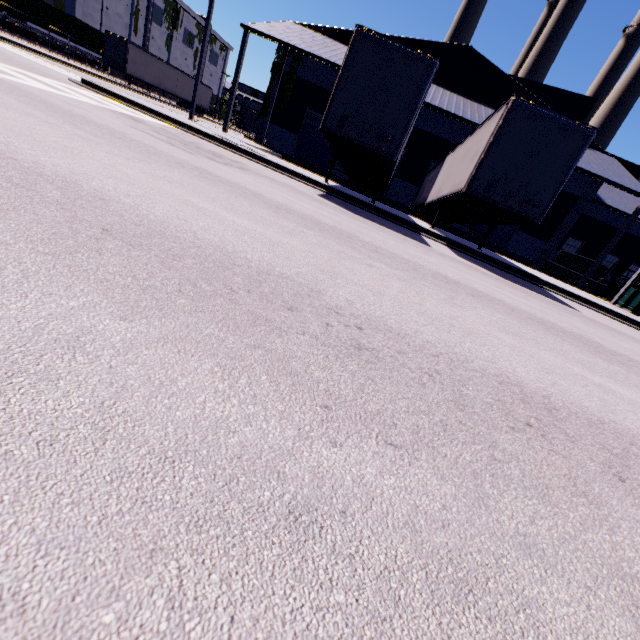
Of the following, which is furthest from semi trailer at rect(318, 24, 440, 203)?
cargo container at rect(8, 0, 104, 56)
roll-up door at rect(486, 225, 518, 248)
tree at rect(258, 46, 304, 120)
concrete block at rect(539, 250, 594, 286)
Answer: roll-up door at rect(486, 225, 518, 248)

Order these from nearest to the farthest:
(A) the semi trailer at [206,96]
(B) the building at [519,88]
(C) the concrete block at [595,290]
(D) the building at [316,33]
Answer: (D) the building at [316,33]
(C) the concrete block at [595,290]
(B) the building at [519,88]
(A) the semi trailer at [206,96]

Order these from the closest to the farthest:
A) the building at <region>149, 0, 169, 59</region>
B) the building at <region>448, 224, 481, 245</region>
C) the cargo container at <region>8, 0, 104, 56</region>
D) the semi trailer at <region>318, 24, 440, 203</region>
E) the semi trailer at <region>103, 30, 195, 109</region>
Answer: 1. the semi trailer at <region>318, 24, 440, 203</region>
2. the building at <region>448, 224, 481, 245</region>
3. the semi trailer at <region>103, 30, 195, 109</region>
4. the cargo container at <region>8, 0, 104, 56</region>
5. the building at <region>149, 0, 169, 59</region>

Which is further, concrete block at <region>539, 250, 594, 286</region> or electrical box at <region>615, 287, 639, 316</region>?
concrete block at <region>539, 250, 594, 286</region>

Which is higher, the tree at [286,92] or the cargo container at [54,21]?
the tree at [286,92]

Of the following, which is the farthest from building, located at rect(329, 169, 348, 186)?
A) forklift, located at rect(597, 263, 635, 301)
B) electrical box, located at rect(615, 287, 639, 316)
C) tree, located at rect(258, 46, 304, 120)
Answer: electrical box, located at rect(615, 287, 639, 316)

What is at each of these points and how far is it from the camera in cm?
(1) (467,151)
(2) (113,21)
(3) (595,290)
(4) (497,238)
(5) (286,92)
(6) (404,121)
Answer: (1) semi trailer, 1230
(2) building, 4844
(3) concrete block, 1895
(4) roll-up door, 2475
(5) tree, 2353
(6) semi trailer, 970

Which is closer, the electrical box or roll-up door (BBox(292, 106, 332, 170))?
the electrical box
